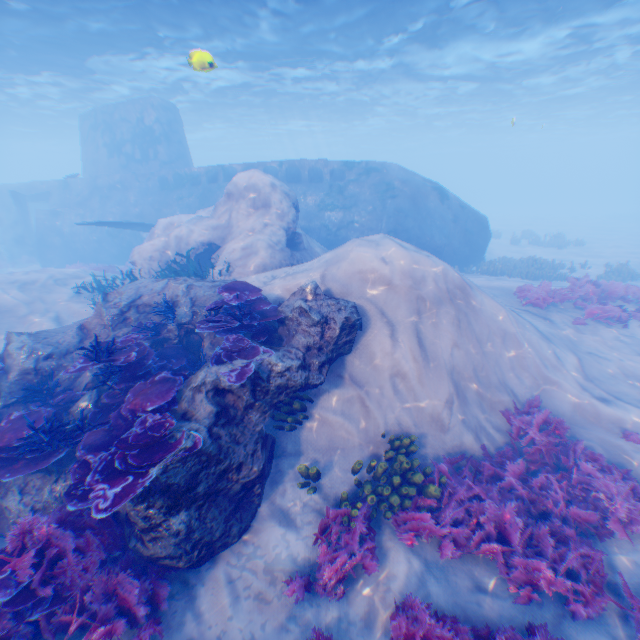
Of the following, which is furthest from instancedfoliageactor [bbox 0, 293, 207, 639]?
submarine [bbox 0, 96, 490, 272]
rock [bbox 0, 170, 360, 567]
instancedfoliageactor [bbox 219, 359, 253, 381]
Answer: submarine [bbox 0, 96, 490, 272]

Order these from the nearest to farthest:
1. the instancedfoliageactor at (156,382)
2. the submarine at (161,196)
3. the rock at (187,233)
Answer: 1. the instancedfoliageactor at (156,382)
2. the rock at (187,233)
3. the submarine at (161,196)

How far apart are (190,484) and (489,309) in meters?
7.7

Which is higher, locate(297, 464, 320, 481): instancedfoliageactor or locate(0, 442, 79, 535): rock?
locate(0, 442, 79, 535): rock

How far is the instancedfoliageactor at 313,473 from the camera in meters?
5.8

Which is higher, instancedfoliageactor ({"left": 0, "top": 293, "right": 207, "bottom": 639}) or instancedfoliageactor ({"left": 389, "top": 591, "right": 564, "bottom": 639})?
instancedfoliageactor ({"left": 0, "top": 293, "right": 207, "bottom": 639})

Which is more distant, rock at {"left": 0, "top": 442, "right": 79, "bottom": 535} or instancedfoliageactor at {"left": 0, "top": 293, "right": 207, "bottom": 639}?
rock at {"left": 0, "top": 442, "right": 79, "bottom": 535}

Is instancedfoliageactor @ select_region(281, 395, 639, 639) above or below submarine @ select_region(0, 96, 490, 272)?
below
